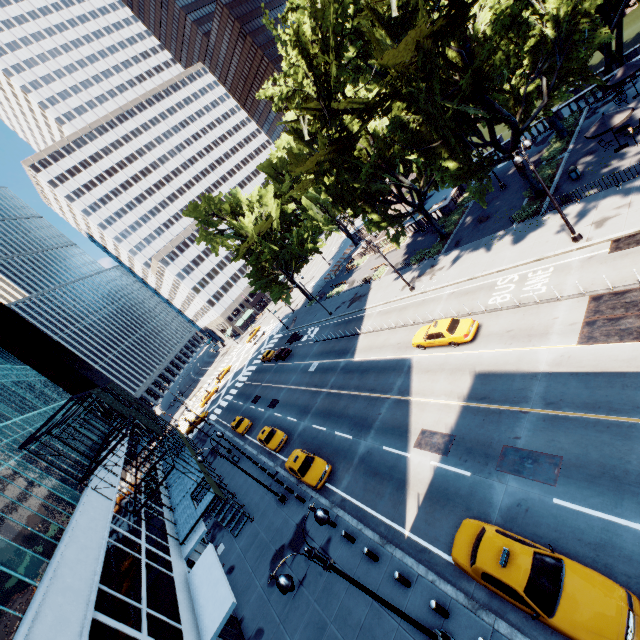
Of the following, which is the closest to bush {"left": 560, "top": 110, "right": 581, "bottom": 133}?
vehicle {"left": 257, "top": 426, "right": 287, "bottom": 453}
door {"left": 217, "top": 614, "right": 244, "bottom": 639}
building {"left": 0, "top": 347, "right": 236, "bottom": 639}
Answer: vehicle {"left": 257, "top": 426, "right": 287, "bottom": 453}

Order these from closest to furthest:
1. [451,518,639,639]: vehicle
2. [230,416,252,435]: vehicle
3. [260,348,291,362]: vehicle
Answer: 1. [451,518,639,639]: vehicle
2. [230,416,252,435]: vehicle
3. [260,348,291,362]: vehicle

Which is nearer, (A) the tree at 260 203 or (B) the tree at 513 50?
(B) the tree at 513 50

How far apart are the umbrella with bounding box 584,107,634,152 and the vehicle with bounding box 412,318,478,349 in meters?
17.0

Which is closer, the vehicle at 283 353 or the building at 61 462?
the building at 61 462

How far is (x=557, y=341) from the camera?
16.6m

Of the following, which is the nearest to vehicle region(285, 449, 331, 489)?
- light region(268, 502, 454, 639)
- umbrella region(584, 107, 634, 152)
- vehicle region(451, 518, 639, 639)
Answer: vehicle region(451, 518, 639, 639)

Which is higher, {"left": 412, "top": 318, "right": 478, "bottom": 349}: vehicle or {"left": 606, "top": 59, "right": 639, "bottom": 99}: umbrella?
{"left": 606, "top": 59, "right": 639, "bottom": 99}: umbrella
